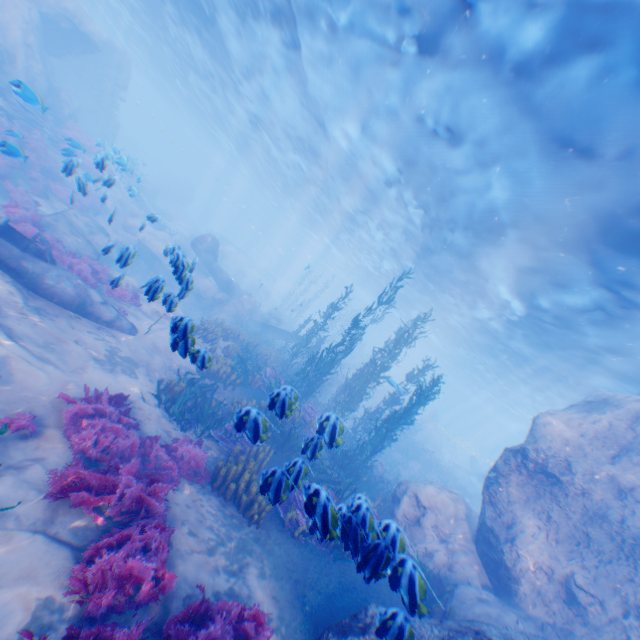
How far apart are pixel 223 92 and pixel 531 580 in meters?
34.5

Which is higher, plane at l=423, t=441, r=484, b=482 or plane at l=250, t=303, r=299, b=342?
plane at l=423, t=441, r=484, b=482

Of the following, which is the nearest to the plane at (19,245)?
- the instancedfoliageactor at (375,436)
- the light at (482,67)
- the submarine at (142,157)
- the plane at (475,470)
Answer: the instancedfoliageactor at (375,436)

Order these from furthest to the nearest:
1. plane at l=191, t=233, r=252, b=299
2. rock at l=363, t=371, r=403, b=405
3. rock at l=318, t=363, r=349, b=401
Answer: rock at l=318, t=363, r=349, b=401 → plane at l=191, t=233, r=252, b=299 → rock at l=363, t=371, r=403, b=405

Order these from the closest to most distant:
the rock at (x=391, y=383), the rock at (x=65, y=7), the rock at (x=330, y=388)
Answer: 1. the rock at (x=391, y=383)
2. the rock at (x=65, y=7)
3. the rock at (x=330, y=388)

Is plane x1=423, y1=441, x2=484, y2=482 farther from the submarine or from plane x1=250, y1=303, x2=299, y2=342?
plane x1=250, y1=303, x2=299, y2=342

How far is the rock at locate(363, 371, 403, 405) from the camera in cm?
1341
